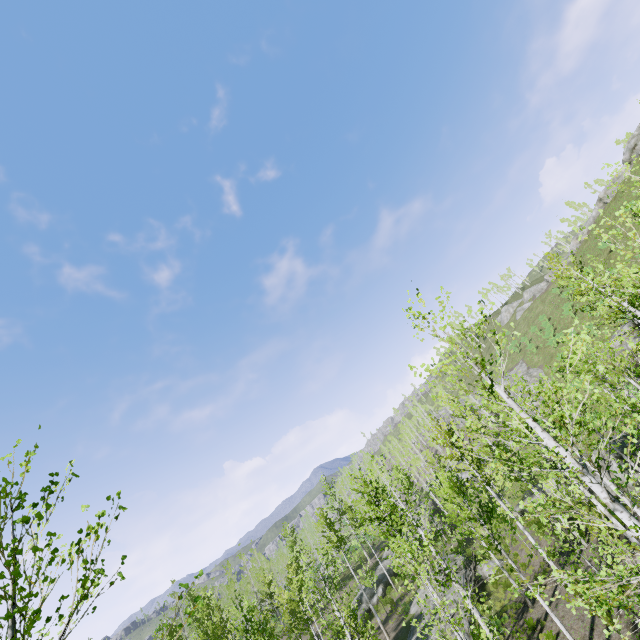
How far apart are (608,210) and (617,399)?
47.0m

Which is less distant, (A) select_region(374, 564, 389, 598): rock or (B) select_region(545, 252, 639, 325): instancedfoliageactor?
(B) select_region(545, 252, 639, 325): instancedfoliageactor

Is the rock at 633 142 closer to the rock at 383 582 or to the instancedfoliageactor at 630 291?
the instancedfoliageactor at 630 291

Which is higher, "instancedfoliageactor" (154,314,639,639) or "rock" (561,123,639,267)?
"rock" (561,123,639,267)

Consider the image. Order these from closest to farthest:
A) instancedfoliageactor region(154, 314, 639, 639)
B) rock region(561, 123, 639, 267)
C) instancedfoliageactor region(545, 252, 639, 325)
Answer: instancedfoliageactor region(545, 252, 639, 325), instancedfoliageactor region(154, 314, 639, 639), rock region(561, 123, 639, 267)

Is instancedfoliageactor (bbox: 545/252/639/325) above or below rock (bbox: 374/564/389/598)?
above

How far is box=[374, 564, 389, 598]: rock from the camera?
32.42m
